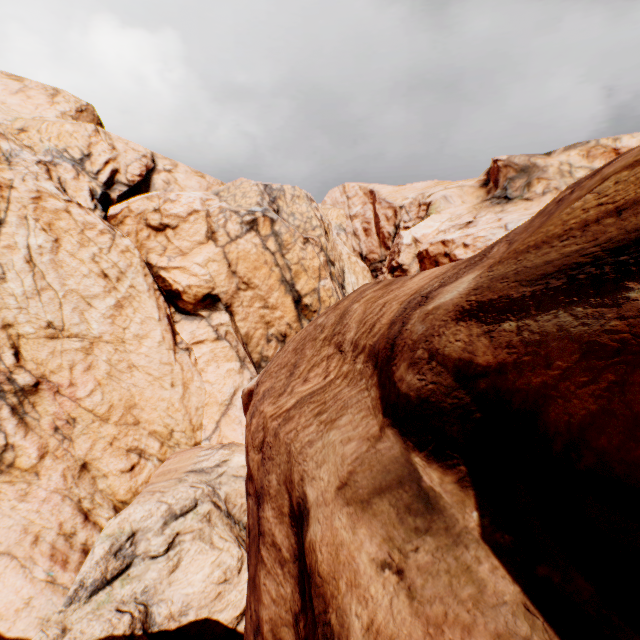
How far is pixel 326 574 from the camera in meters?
3.1 m
